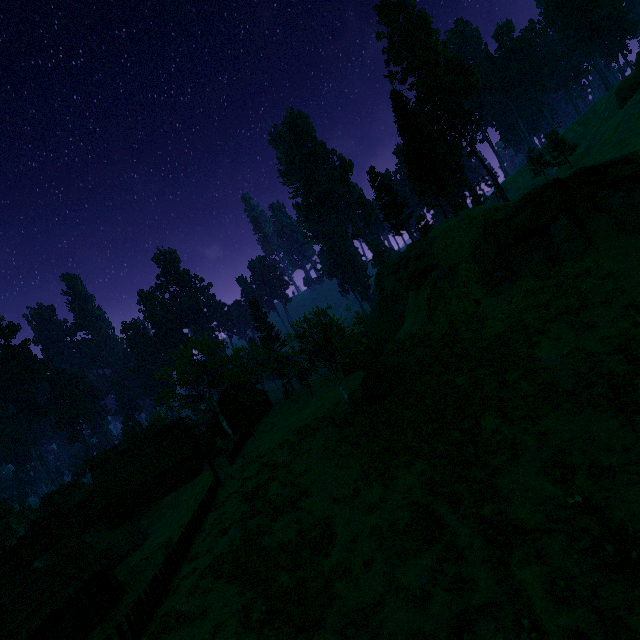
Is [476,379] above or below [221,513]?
above

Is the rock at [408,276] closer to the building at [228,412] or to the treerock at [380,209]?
the treerock at [380,209]

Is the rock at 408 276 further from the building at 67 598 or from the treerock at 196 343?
the building at 67 598

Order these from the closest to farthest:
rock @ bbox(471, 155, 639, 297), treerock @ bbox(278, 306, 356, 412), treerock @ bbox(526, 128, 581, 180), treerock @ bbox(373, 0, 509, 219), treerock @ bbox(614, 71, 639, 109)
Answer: rock @ bbox(471, 155, 639, 297) < treerock @ bbox(278, 306, 356, 412) < treerock @ bbox(373, 0, 509, 219) < treerock @ bbox(526, 128, 581, 180) < treerock @ bbox(614, 71, 639, 109)

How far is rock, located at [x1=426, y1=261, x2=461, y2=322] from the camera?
32.81m

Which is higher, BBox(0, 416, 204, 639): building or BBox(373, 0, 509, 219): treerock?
BBox(373, 0, 509, 219): treerock

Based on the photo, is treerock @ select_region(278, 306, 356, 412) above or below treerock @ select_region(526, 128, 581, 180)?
below
